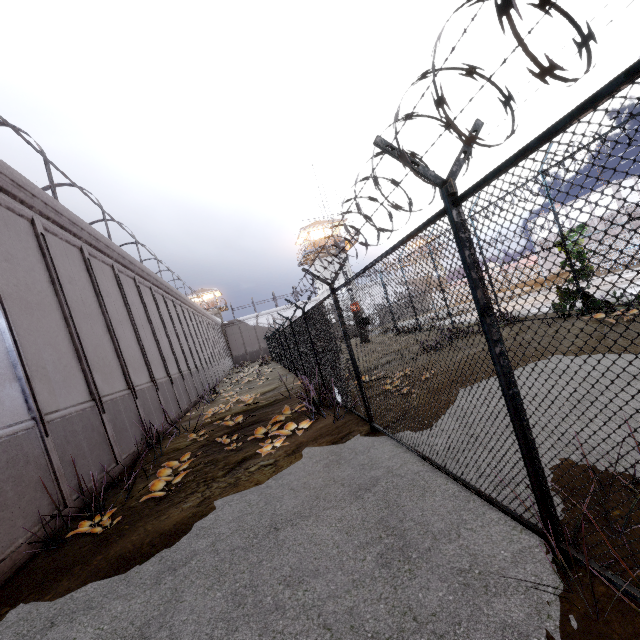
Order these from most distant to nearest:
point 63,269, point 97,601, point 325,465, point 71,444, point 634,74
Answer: point 63,269, point 71,444, point 325,465, point 97,601, point 634,74

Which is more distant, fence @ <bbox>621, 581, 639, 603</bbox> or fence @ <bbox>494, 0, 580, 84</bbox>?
fence @ <bbox>621, 581, 639, 603</bbox>

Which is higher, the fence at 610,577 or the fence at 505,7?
the fence at 505,7

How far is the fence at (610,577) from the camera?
1.99m

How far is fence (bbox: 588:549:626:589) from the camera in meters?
2.0
